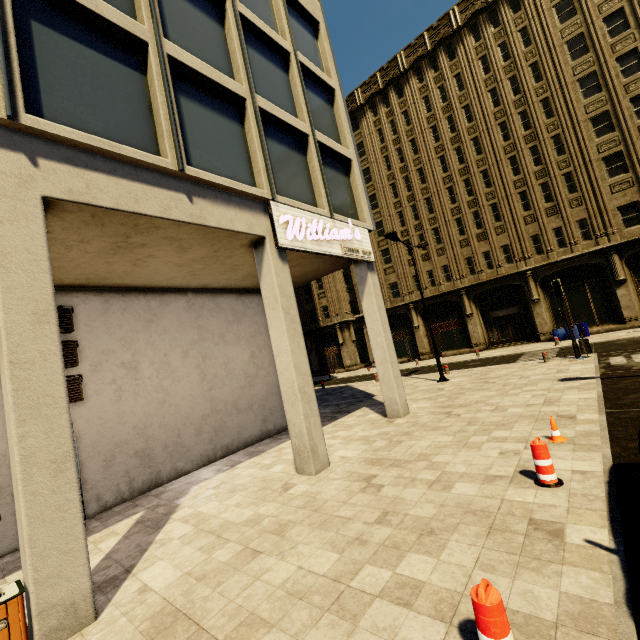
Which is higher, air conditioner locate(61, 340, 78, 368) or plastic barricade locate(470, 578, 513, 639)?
air conditioner locate(61, 340, 78, 368)

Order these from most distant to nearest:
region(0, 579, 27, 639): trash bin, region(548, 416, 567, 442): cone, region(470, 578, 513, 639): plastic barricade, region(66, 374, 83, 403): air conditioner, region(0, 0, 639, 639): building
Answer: region(66, 374, 83, 403): air conditioner
region(548, 416, 567, 442): cone
region(0, 0, 639, 639): building
region(0, 579, 27, 639): trash bin
region(470, 578, 513, 639): plastic barricade

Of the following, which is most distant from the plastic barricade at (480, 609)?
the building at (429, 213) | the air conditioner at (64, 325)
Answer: the air conditioner at (64, 325)

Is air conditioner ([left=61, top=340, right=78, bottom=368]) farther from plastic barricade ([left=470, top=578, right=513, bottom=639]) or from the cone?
the cone

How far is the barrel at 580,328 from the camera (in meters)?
22.50

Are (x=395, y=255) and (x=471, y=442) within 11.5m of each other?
no

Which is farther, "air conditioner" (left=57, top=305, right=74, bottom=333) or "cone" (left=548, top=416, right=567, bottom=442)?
"air conditioner" (left=57, top=305, right=74, bottom=333)

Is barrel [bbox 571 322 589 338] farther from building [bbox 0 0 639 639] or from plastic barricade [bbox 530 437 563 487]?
plastic barricade [bbox 530 437 563 487]
